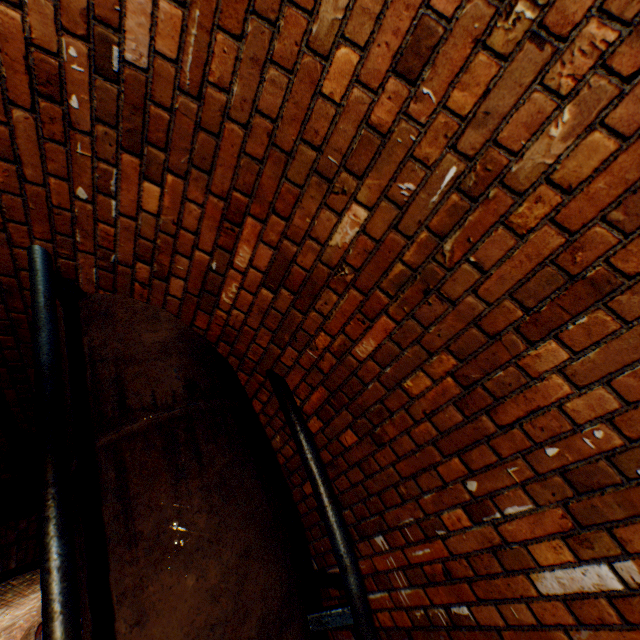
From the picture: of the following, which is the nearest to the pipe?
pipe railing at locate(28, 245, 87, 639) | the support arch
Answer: pipe railing at locate(28, 245, 87, 639)

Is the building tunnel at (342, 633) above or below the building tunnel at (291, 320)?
below

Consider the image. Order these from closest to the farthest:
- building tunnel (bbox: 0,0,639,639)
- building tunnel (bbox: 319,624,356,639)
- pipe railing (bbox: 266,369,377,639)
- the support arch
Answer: building tunnel (bbox: 0,0,639,639) → pipe railing (bbox: 266,369,377,639) → building tunnel (bbox: 319,624,356,639) → the support arch

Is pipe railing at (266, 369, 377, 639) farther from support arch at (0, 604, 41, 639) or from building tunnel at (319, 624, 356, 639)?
support arch at (0, 604, 41, 639)

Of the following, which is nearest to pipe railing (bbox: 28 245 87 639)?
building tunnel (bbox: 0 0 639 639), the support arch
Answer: building tunnel (bbox: 0 0 639 639)

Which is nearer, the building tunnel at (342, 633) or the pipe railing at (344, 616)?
the pipe railing at (344, 616)

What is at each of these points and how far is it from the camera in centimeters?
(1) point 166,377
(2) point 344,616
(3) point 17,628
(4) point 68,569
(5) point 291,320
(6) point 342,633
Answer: (1) pipe, 171cm
(2) pipe railing, 151cm
(3) support arch, 1216cm
(4) pipe railing, 108cm
(5) building tunnel, 168cm
(6) building tunnel, 226cm
